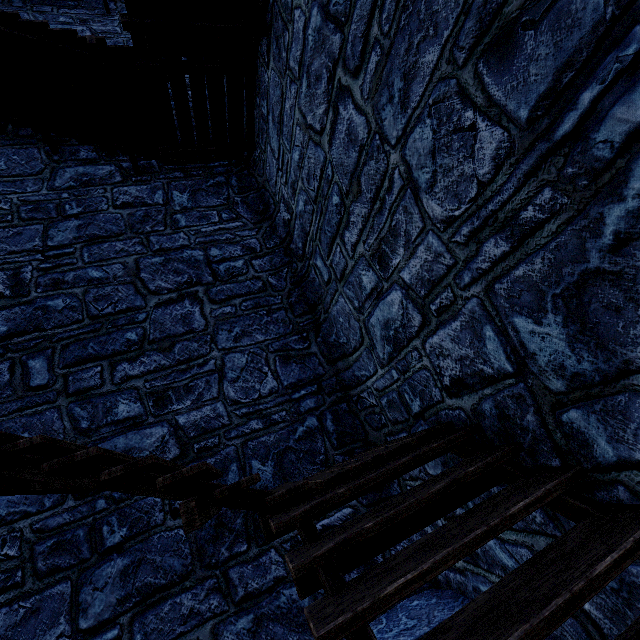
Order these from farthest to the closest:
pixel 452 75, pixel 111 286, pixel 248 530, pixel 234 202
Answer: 1. pixel 234 202
2. pixel 111 286
3. pixel 248 530
4. pixel 452 75
